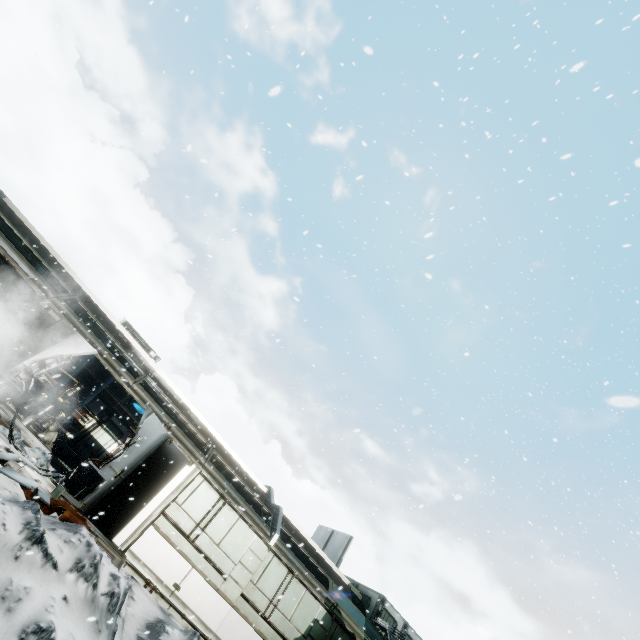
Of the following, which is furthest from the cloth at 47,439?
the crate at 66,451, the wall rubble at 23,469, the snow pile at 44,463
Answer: the wall rubble at 23,469

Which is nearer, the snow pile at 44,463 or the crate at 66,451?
the snow pile at 44,463

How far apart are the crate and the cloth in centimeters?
1cm

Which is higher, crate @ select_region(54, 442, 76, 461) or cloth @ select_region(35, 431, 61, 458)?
crate @ select_region(54, 442, 76, 461)

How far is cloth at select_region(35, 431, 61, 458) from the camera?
13.7 meters

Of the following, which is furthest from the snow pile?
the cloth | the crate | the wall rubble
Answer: the crate

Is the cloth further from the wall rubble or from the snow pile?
the wall rubble

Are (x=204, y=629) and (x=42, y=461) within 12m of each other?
yes
